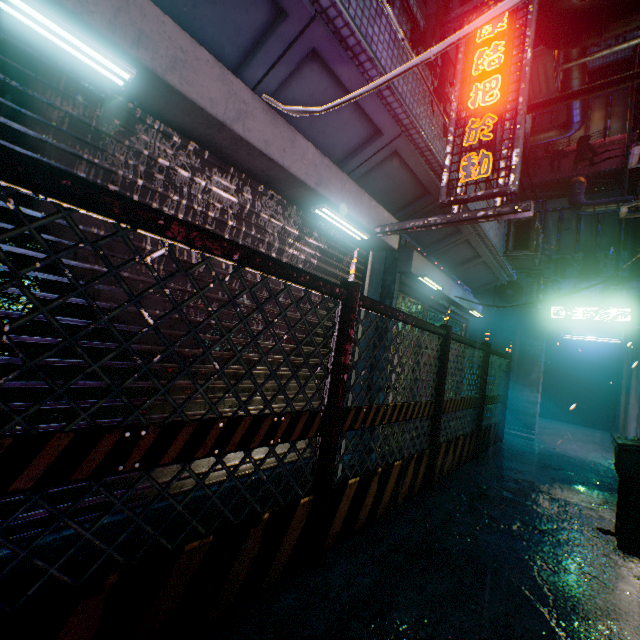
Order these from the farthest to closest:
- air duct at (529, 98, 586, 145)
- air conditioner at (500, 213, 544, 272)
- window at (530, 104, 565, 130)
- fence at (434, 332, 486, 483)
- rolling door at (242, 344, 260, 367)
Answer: window at (530, 104, 565, 130) < air duct at (529, 98, 586, 145) < air conditioner at (500, 213, 544, 272) < fence at (434, 332, 486, 483) < rolling door at (242, 344, 260, 367)

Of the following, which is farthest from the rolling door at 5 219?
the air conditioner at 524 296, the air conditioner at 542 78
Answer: the air conditioner at 524 296

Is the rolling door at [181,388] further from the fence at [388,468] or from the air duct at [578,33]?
the air duct at [578,33]

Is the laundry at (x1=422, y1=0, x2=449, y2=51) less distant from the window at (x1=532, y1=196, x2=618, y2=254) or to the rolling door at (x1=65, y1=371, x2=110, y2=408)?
the rolling door at (x1=65, y1=371, x2=110, y2=408)

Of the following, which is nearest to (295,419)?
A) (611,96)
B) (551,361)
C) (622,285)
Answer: (622,285)

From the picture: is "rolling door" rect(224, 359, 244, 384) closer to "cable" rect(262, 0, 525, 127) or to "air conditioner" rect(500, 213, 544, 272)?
"cable" rect(262, 0, 525, 127)

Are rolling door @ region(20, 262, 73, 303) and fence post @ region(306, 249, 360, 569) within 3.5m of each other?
yes

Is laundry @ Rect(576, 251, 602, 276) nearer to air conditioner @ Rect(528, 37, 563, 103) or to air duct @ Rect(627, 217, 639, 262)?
air duct @ Rect(627, 217, 639, 262)
